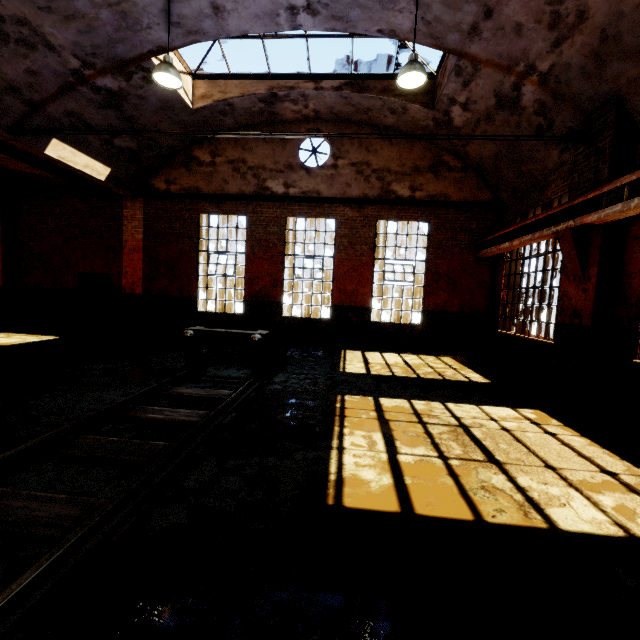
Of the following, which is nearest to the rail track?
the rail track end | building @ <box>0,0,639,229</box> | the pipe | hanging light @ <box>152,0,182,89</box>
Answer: the rail track end

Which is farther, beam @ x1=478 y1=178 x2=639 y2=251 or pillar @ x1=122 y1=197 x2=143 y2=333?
pillar @ x1=122 y1=197 x2=143 y2=333

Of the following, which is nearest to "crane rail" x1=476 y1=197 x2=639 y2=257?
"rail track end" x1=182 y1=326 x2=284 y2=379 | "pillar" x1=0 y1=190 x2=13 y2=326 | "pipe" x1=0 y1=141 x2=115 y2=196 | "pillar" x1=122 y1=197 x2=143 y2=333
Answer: "rail track end" x1=182 y1=326 x2=284 y2=379

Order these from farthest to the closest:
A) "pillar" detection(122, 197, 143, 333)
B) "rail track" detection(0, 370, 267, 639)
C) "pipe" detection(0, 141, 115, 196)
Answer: "pillar" detection(122, 197, 143, 333) → "pipe" detection(0, 141, 115, 196) → "rail track" detection(0, 370, 267, 639)

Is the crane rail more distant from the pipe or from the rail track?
the pipe

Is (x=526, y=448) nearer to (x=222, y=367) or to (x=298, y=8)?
(x=222, y=367)

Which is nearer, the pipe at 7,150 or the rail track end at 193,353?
the rail track end at 193,353

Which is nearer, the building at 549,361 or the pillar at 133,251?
the building at 549,361
